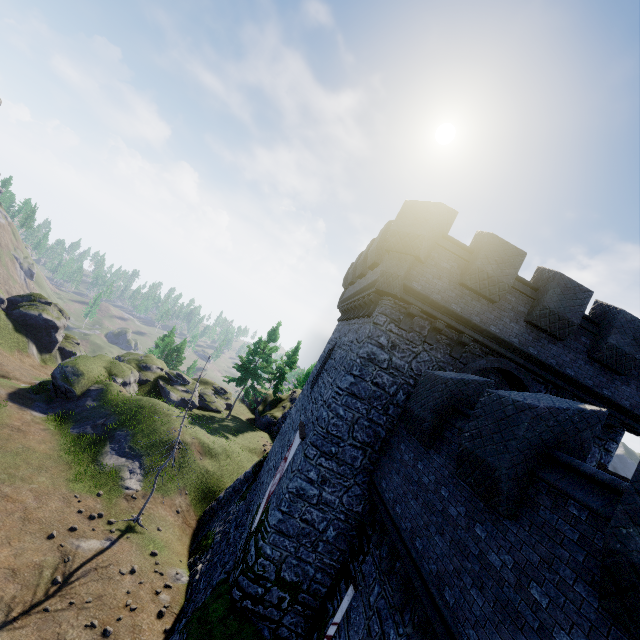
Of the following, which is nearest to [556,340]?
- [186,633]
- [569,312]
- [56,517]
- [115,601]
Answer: [569,312]

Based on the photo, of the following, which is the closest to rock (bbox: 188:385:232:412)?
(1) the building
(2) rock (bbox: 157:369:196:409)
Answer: (2) rock (bbox: 157:369:196:409)

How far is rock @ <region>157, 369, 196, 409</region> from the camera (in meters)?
32.62

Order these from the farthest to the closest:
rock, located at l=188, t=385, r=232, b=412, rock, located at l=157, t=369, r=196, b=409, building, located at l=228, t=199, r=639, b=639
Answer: rock, located at l=188, t=385, r=232, b=412 < rock, located at l=157, t=369, r=196, b=409 < building, located at l=228, t=199, r=639, b=639

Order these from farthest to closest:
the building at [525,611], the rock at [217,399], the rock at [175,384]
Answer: the rock at [217,399] → the rock at [175,384] → the building at [525,611]

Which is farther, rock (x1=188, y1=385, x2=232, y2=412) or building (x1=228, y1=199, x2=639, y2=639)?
rock (x1=188, y1=385, x2=232, y2=412)

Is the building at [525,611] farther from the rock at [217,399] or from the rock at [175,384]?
the rock at [217,399]

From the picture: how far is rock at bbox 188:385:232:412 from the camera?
35.33m
